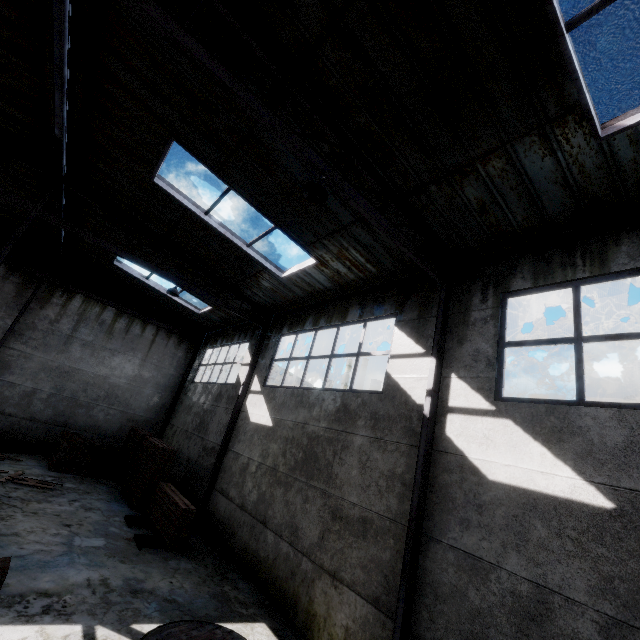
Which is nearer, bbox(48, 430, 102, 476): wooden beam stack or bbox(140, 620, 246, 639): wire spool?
bbox(140, 620, 246, 639): wire spool

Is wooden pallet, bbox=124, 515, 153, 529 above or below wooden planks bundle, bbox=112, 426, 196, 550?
below

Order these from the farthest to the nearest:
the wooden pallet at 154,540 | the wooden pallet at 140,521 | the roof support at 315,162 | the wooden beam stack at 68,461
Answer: the wooden beam stack at 68,461 → the wooden pallet at 140,521 → the wooden pallet at 154,540 → the roof support at 315,162

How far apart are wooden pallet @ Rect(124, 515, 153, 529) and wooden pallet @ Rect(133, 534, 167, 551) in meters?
0.7 m

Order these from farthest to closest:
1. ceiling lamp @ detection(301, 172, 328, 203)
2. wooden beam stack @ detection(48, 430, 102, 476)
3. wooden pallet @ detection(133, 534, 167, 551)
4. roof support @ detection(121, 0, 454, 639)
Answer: wooden beam stack @ detection(48, 430, 102, 476) → wooden pallet @ detection(133, 534, 167, 551) → ceiling lamp @ detection(301, 172, 328, 203) → roof support @ detection(121, 0, 454, 639)

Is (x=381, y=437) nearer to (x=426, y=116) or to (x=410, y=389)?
(x=410, y=389)

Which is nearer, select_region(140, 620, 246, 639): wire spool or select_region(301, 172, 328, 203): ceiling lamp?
select_region(140, 620, 246, 639): wire spool

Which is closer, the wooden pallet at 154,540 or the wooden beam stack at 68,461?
the wooden pallet at 154,540
